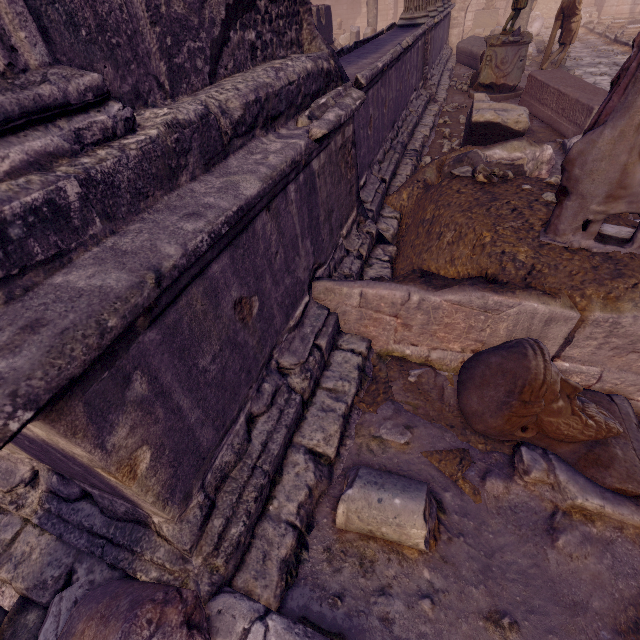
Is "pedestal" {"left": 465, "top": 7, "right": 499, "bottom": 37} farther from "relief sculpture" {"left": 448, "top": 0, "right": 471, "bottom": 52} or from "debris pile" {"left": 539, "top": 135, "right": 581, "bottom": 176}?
"debris pile" {"left": 539, "top": 135, "right": 581, "bottom": 176}

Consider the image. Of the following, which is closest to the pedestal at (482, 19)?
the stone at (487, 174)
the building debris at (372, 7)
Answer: the building debris at (372, 7)

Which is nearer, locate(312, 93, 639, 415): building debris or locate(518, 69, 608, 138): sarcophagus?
locate(312, 93, 639, 415): building debris

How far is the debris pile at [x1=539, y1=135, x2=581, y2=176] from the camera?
4.47m

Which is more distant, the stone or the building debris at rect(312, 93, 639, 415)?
the stone

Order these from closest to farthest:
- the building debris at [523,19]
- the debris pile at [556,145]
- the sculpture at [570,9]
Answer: the debris pile at [556,145] → the sculpture at [570,9] → the building debris at [523,19]

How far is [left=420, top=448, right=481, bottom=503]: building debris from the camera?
1.73m

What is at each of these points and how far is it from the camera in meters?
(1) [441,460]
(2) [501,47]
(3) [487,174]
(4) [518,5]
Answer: (1) building debris, 1.9 m
(2) column base, 6.8 m
(3) stone, 2.8 m
(4) sculpture, 6.4 m
